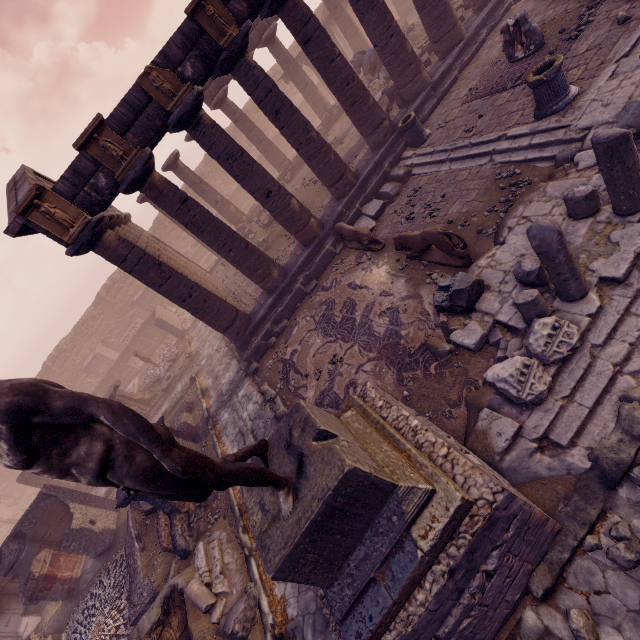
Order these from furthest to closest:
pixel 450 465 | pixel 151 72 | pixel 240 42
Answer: pixel 240 42
pixel 151 72
pixel 450 465

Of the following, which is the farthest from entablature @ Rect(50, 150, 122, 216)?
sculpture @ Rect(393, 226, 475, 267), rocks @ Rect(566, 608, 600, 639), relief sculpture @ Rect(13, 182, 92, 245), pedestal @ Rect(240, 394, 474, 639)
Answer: rocks @ Rect(566, 608, 600, 639)

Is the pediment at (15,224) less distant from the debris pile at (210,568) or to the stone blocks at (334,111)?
the debris pile at (210,568)

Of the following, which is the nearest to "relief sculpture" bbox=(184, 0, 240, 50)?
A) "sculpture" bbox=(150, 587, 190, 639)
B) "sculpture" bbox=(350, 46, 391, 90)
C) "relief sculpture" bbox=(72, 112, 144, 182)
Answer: "relief sculpture" bbox=(72, 112, 144, 182)

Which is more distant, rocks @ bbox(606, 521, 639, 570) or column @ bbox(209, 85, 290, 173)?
column @ bbox(209, 85, 290, 173)

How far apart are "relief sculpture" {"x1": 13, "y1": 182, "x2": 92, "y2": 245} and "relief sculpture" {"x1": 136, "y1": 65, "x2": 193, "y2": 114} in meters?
3.4 m

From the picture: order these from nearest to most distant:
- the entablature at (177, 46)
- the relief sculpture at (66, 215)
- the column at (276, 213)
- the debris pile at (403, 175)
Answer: the relief sculpture at (66, 215)
the entablature at (177, 46)
the column at (276, 213)
the debris pile at (403, 175)

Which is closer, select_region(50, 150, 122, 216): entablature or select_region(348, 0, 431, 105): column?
select_region(50, 150, 122, 216): entablature
